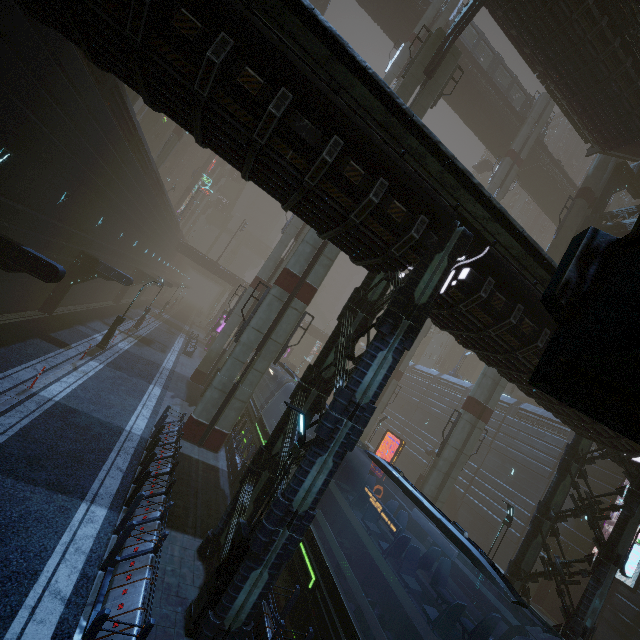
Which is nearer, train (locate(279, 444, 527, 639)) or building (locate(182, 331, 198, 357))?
train (locate(279, 444, 527, 639))

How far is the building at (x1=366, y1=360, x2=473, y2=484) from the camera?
38.7 meters

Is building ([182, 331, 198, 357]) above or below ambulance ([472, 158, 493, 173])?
below

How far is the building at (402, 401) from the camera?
38.69m

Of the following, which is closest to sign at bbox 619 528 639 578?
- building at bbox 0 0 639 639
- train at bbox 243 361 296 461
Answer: building at bbox 0 0 639 639

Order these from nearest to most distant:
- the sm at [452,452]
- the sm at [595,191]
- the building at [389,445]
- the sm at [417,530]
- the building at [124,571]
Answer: the building at [124,571], the sm at [417,530], the sm at [452,452], the sm at [595,191], the building at [389,445]

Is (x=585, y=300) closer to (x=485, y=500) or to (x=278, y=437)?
(x=278, y=437)

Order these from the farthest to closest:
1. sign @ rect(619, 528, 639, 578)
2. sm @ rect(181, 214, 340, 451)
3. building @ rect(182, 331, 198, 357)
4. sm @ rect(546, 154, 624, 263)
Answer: building @ rect(182, 331, 198, 357), sm @ rect(546, 154, 624, 263), sm @ rect(181, 214, 340, 451), sign @ rect(619, 528, 639, 578)
